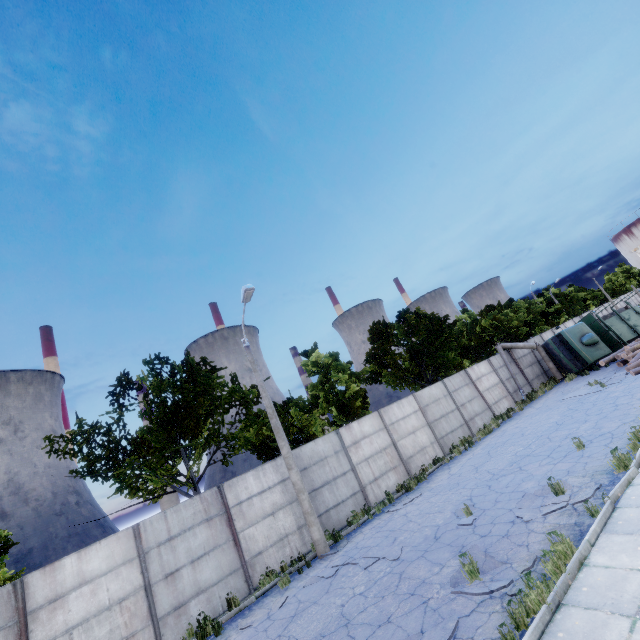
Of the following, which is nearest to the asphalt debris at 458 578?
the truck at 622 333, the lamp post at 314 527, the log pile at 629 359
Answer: the lamp post at 314 527

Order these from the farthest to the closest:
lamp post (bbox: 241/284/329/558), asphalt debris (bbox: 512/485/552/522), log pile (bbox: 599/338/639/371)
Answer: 1. log pile (bbox: 599/338/639/371)
2. lamp post (bbox: 241/284/329/558)
3. asphalt debris (bbox: 512/485/552/522)

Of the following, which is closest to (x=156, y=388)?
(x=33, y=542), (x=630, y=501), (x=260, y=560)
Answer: (x=260, y=560)

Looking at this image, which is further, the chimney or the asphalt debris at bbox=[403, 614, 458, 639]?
the chimney

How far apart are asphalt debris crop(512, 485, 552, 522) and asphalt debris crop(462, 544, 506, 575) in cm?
152

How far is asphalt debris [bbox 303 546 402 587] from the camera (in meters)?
9.18

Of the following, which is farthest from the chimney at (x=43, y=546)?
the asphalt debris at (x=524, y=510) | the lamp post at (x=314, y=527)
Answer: the asphalt debris at (x=524, y=510)
